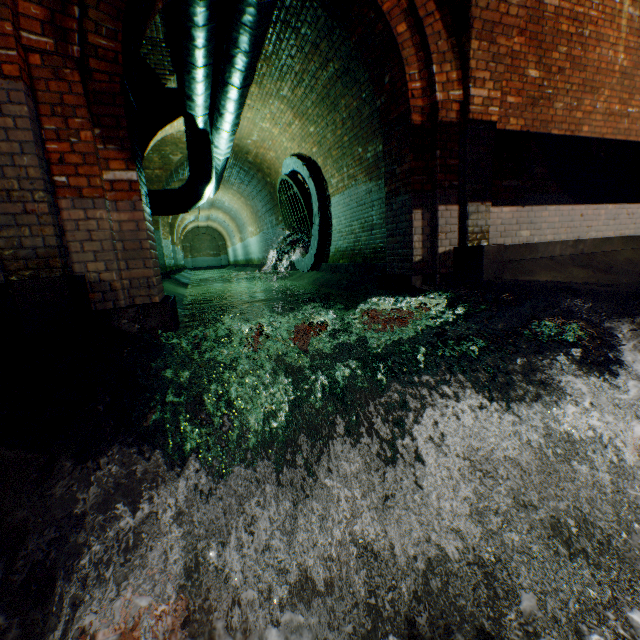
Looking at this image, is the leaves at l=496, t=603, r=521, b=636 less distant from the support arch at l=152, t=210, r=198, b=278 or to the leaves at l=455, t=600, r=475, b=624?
the leaves at l=455, t=600, r=475, b=624

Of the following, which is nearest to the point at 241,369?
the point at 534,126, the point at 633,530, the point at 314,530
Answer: the point at 314,530

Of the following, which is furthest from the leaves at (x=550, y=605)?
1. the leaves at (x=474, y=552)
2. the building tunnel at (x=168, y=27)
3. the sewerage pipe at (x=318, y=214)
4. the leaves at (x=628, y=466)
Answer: the sewerage pipe at (x=318, y=214)

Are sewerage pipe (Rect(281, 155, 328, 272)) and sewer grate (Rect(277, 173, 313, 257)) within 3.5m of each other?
yes

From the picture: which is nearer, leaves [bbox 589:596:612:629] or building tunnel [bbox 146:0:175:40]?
leaves [bbox 589:596:612:629]

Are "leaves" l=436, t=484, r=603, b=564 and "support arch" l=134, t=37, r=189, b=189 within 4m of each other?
no

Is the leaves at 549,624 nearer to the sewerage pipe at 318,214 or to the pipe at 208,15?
Answer: the pipe at 208,15

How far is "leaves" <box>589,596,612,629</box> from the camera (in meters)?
1.64
